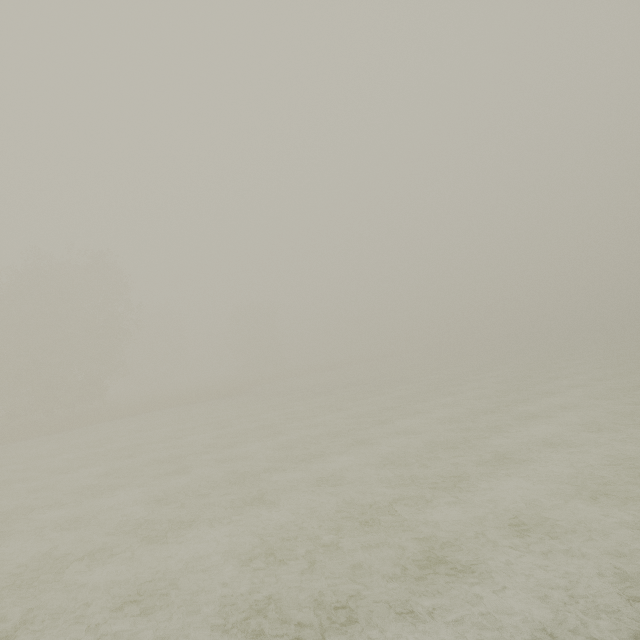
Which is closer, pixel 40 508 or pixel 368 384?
pixel 40 508
